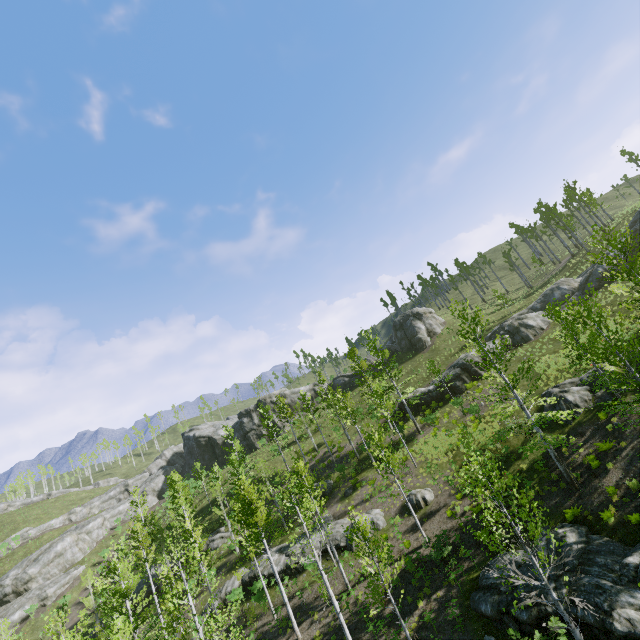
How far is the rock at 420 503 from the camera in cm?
2324

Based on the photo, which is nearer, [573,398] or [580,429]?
[580,429]

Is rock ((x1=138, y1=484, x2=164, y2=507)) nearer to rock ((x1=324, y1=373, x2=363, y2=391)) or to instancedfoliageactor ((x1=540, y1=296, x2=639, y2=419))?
instancedfoliageactor ((x1=540, y1=296, x2=639, y2=419))

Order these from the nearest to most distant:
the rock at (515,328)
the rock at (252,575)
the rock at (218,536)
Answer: the rock at (252,575) < the rock at (515,328) < the rock at (218,536)

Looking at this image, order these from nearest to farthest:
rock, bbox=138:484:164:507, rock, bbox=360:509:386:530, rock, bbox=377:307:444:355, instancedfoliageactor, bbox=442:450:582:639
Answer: instancedfoliageactor, bbox=442:450:582:639
rock, bbox=360:509:386:530
rock, bbox=377:307:444:355
rock, bbox=138:484:164:507

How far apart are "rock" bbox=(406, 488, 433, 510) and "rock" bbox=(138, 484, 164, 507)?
53.00m

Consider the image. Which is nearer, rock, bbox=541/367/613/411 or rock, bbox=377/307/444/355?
rock, bbox=541/367/613/411

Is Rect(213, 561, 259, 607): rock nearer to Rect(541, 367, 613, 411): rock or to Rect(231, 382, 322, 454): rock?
Rect(541, 367, 613, 411): rock
